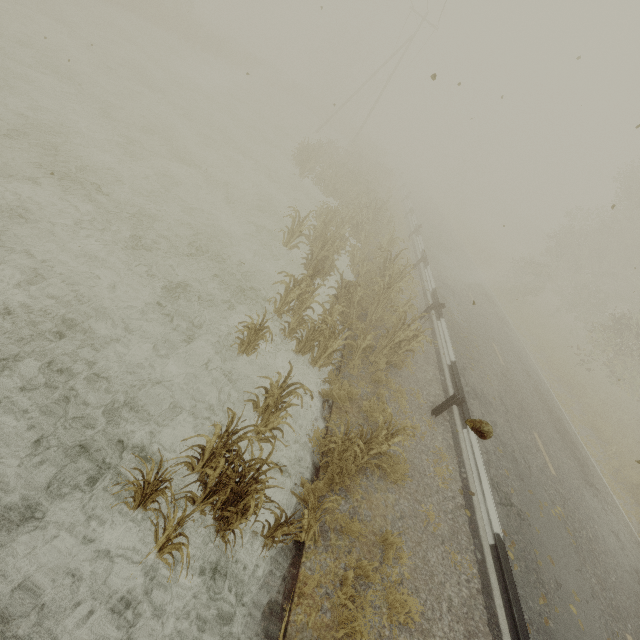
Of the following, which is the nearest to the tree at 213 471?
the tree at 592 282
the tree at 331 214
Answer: the tree at 331 214

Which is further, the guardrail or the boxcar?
the boxcar

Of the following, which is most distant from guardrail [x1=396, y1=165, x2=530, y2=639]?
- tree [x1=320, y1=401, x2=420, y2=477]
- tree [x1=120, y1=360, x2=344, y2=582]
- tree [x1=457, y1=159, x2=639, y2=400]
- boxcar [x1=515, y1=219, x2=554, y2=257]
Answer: boxcar [x1=515, y1=219, x2=554, y2=257]

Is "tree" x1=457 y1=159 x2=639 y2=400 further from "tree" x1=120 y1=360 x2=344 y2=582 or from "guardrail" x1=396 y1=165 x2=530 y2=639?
"tree" x1=120 y1=360 x2=344 y2=582

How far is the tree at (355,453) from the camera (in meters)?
5.31

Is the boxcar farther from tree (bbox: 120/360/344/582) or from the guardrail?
tree (bbox: 120/360/344/582)

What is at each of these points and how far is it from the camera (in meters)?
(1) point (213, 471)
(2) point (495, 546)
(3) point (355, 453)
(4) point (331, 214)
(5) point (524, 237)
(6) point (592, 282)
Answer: (1) tree, 3.94
(2) guardrail, 5.70
(3) tree, 5.59
(4) tree, 13.57
(5) boxcar, 57.78
(6) tree, 26.86

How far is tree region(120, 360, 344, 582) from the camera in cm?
369
